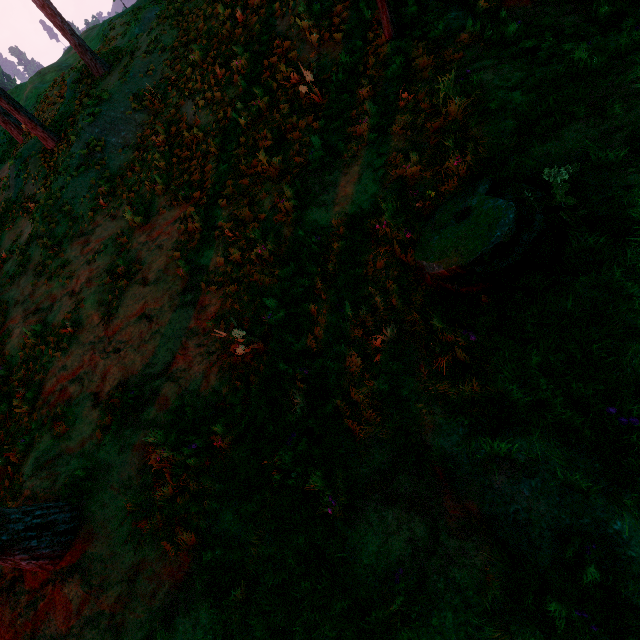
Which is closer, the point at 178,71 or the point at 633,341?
the point at 633,341

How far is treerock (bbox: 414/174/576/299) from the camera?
3.1 meters

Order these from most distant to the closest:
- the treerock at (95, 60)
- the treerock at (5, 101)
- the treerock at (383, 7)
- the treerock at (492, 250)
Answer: the treerock at (5, 101) < the treerock at (95, 60) < the treerock at (383, 7) < the treerock at (492, 250)

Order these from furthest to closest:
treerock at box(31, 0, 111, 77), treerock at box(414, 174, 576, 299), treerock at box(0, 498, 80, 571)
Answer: treerock at box(31, 0, 111, 77), treerock at box(0, 498, 80, 571), treerock at box(414, 174, 576, 299)

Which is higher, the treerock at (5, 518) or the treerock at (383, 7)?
the treerock at (383, 7)

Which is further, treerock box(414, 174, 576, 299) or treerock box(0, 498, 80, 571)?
treerock box(0, 498, 80, 571)

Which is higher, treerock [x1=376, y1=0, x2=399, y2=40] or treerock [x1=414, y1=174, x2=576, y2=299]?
treerock [x1=376, y1=0, x2=399, y2=40]
